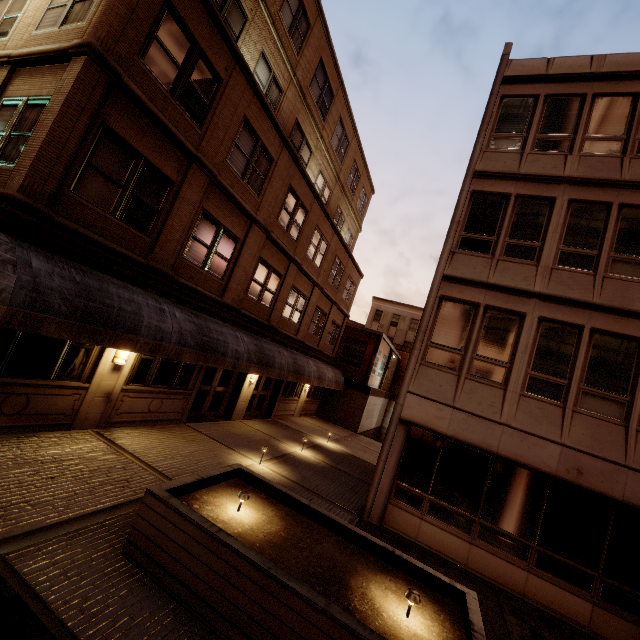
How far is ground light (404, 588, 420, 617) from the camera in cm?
439

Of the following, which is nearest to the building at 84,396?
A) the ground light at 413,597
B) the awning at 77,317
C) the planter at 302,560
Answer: the awning at 77,317

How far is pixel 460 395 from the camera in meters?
9.1 m

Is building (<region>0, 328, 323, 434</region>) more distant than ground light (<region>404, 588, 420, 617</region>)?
Yes

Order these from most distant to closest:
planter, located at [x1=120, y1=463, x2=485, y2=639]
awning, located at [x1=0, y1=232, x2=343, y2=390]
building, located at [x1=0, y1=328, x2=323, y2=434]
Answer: building, located at [x1=0, y1=328, x2=323, y2=434], awning, located at [x1=0, y1=232, x2=343, y2=390], planter, located at [x1=120, y1=463, x2=485, y2=639]

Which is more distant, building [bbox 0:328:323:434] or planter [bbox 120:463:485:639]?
building [bbox 0:328:323:434]

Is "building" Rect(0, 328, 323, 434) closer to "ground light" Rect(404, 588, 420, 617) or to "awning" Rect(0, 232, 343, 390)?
"awning" Rect(0, 232, 343, 390)
